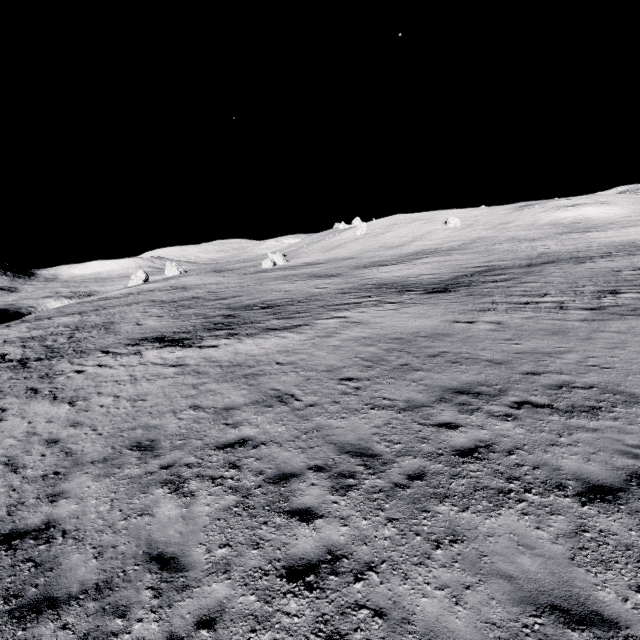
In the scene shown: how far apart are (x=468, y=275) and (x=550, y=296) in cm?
1239
